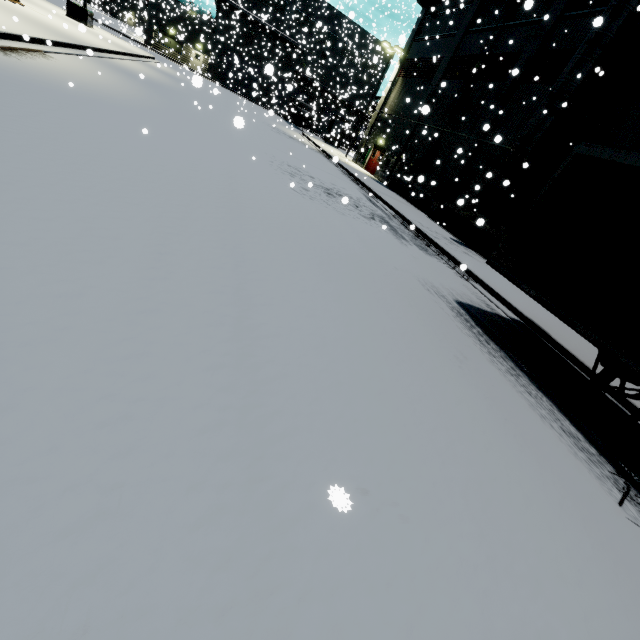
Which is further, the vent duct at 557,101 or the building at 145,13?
the building at 145,13

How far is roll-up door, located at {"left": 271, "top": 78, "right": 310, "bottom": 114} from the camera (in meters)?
22.49

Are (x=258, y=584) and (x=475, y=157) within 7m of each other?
no

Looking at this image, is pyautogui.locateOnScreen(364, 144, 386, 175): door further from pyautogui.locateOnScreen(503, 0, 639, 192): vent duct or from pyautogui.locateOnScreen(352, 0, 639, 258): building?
pyautogui.locateOnScreen(503, 0, 639, 192): vent duct

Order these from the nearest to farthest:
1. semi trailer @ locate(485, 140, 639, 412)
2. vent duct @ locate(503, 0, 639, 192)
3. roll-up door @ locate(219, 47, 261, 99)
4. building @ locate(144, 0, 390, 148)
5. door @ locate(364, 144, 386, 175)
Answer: semi trailer @ locate(485, 140, 639, 412), vent duct @ locate(503, 0, 639, 192), door @ locate(364, 144, 386, 175), roll-up door @ locate(219, 47, 261, 99), building @ locate(144, 0, 390, 148)

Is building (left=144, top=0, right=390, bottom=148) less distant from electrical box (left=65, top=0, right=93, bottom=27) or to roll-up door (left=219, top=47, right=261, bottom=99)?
roll-up door (left=219, top=47, right=261, bottom=99)

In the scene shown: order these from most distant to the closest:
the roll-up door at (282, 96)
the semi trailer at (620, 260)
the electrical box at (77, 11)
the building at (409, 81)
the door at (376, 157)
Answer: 1. the door at (376, 157)
2. the electrical box at (77, 11)
3. the roll-up door at (282, 96)
4. the building at (409, 81)
5. the semi trailer at (620, 260)
